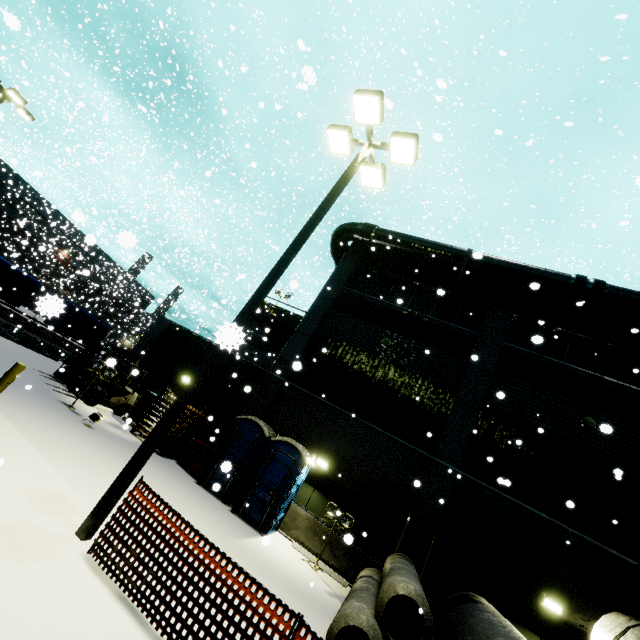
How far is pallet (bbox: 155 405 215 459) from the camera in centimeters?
1253cm

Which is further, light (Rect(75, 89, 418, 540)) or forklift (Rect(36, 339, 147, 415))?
forklift (Rect(36, 339, 147, 415))

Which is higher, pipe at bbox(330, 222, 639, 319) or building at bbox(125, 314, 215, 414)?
pipe at bbox(330, 222, 639, 319)

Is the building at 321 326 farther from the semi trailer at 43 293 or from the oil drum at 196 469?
the oil drum at 196 469

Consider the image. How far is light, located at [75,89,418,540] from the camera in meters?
4.9 m

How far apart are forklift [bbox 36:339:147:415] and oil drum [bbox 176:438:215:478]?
4.0m

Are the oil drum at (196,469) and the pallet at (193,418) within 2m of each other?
yes

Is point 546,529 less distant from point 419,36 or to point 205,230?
point 205,230
